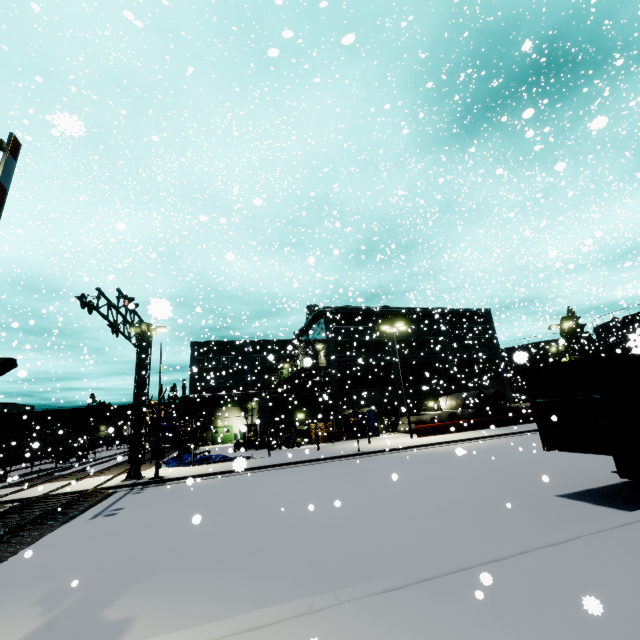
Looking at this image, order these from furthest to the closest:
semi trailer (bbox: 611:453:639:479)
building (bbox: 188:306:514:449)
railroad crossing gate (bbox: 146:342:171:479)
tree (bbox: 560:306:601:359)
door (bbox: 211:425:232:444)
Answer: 1. tree (bbox: 560:306:601:359)
2. door (bbox: 211:425:232:444)
3. building (bbox: 188:306:514:449)
4. railroad crossing gate (bbox: 146:342:171:479)
5. semi trailer (bbox: 611:453:639:479)

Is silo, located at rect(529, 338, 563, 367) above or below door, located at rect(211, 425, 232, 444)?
above

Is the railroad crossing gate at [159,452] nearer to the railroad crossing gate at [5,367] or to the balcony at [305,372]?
the balcony at [305,372]

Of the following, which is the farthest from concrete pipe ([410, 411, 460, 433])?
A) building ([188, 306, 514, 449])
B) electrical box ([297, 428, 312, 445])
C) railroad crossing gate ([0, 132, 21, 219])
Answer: railroad crossing gate ([0, 132, 21, 219])

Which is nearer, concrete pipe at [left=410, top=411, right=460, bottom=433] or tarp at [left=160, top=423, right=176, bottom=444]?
tarp at [left=160, top=423, right=176, bottom=444]

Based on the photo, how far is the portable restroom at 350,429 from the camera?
32.8m

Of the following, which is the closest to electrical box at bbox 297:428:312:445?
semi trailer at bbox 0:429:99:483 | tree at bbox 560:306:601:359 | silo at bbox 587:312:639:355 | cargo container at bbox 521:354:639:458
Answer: silo at bbox 587:312:639:355

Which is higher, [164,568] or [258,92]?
[258,92]
